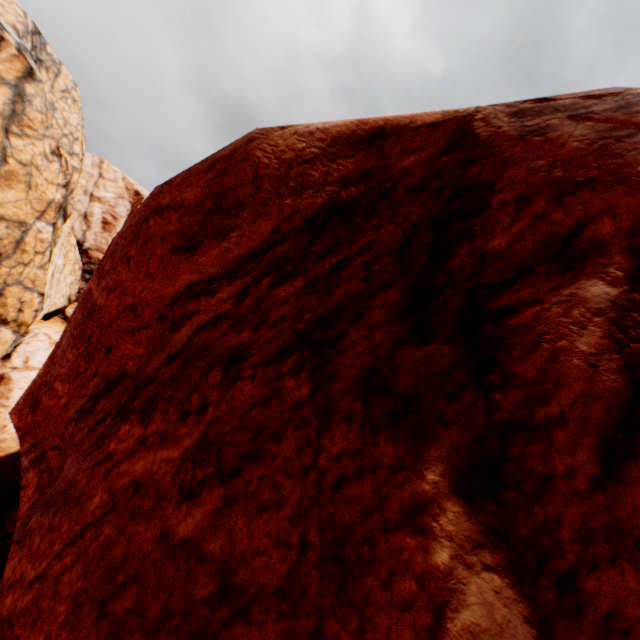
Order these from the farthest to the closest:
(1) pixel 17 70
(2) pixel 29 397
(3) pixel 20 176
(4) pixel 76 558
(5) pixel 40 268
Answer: (5) pixel 40 268, (3) pixel 20 176, (1) pixel 17 70, (2) pixel 29 397, (4) pixel 76 558
